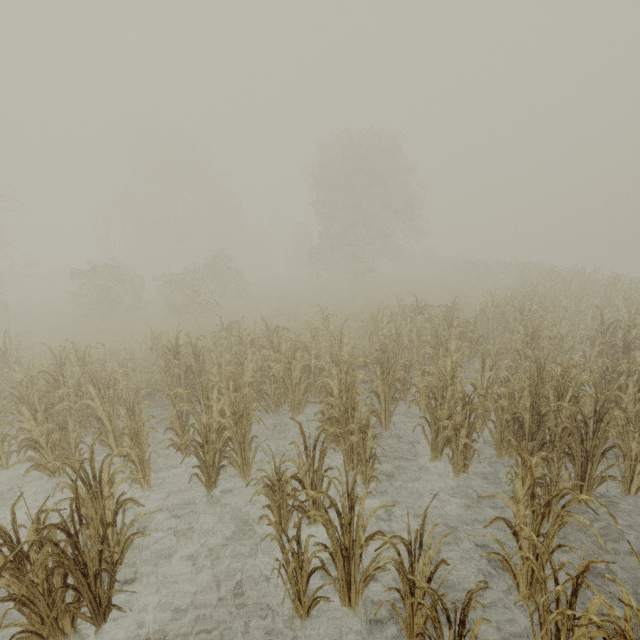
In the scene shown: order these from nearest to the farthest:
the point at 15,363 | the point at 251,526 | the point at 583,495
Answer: the point at 583,495, the point at 251,526, the point at 15,363
